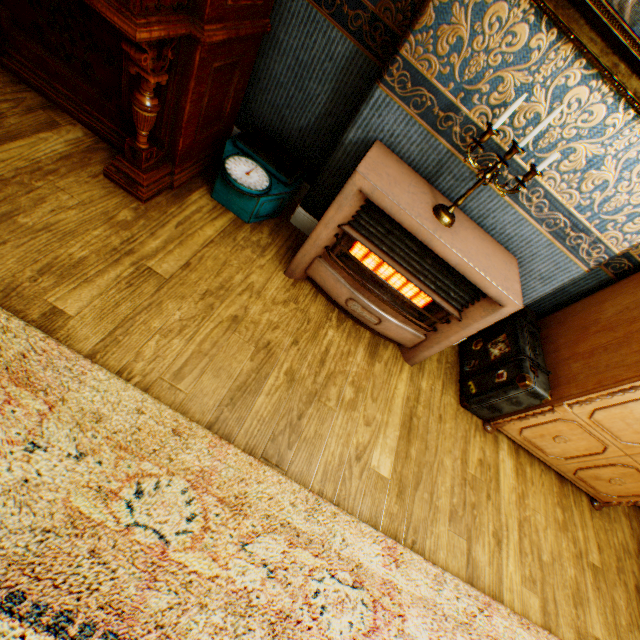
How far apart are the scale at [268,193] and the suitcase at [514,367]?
1.9 meters

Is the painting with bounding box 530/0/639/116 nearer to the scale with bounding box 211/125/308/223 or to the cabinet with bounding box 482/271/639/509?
the cabinet with bounding box 482/271/639/509

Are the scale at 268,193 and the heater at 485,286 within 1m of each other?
yes

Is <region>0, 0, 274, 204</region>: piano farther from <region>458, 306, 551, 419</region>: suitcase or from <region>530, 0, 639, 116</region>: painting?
<region>458, 306, 551, 419</region>: suitcase

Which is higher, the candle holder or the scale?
the candle holder

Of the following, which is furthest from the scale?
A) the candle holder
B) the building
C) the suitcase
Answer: the suitcase

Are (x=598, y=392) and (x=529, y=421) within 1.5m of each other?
yes

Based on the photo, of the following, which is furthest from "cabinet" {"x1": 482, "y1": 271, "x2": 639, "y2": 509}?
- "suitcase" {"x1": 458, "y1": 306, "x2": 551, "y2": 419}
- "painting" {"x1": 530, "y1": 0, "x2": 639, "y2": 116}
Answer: "painting" {"x1": 530, "y1": 0, "x2": 639, "y2": 116}
